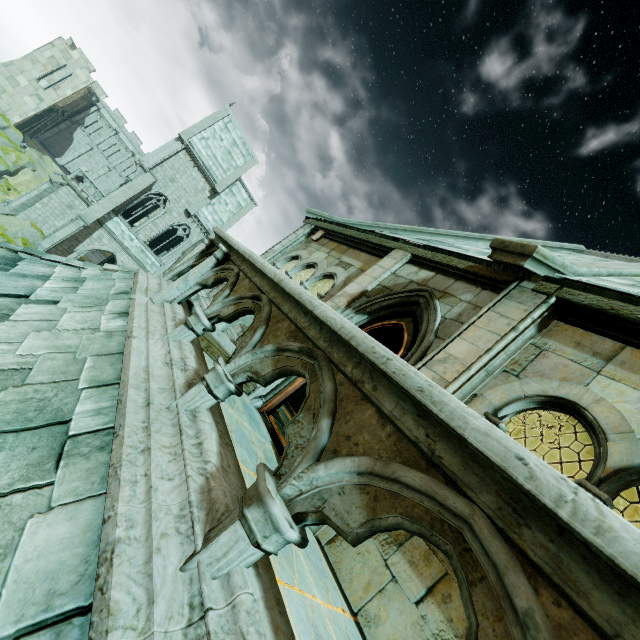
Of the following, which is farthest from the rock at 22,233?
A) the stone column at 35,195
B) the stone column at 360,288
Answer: the stone column at 360,288

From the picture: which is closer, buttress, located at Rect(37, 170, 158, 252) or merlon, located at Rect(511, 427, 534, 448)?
merlon, located at Rect(511, 427, 534, 448)

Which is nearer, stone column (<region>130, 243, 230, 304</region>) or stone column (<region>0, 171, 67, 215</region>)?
stone column (<region>130, 243, 230, 304</region>)

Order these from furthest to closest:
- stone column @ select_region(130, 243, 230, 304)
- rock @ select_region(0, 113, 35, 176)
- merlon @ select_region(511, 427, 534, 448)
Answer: rock @ select_region(0, 113, 35, 176) → merlon @ select_region(511, 427, 534, 448) → stone column @ select_region(130, 243, 230, 304)

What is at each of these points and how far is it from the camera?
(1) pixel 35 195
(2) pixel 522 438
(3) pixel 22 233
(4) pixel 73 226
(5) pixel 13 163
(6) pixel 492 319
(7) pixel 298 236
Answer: (1) stone column, 25.1 meters
(2) merlon, 14.7 meters
(3) rock, 21.4 meters
(4) buttress, 22.9 meters
(5) rock, 37.2 meters
(6) stone column, 4.1 meters
(7) stone column, 9.5 meters

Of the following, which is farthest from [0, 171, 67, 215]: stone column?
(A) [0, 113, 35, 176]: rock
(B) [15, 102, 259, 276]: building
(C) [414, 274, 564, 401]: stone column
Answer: (C) [414, 274, 564, 401]: stone column

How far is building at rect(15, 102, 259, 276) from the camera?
26.7 meters

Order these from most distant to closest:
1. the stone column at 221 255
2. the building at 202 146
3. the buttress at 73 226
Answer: the building at 202 146
the buttress at 73 226
the stone column at 221 255
